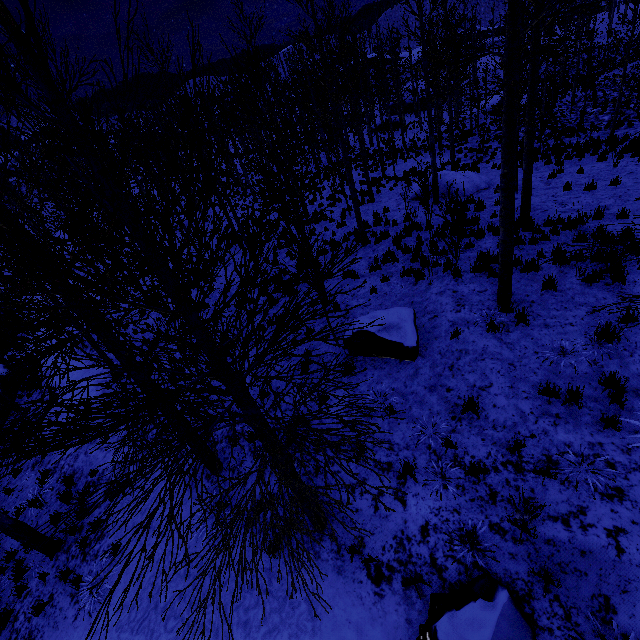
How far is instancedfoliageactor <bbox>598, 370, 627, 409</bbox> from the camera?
4.7 meters

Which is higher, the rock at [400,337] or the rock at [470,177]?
the rock at [400,337]

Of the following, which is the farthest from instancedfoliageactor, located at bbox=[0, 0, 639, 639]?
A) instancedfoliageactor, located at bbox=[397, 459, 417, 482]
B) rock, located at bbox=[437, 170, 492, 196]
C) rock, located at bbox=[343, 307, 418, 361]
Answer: instancedfoliageactor, located at bbox=[397, 459, 417, 482]

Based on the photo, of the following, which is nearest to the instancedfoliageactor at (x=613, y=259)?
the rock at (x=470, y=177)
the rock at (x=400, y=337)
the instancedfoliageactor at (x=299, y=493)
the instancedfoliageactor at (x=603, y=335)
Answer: the instancedfoliageactor at (x=603, y=335)

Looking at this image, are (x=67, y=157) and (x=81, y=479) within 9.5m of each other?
no

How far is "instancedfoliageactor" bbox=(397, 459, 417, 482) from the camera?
5.17m

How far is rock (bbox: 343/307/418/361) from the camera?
6.9 meters

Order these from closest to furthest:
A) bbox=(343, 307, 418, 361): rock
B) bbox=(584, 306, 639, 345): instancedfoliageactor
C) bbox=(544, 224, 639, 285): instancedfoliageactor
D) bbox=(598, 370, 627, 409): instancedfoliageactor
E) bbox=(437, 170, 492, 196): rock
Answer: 1. bbox=(544, 224, 639, 285): instancedfoliageactor
2. bbox=(584, 306, 639, 345): instancedfoliageactor
3. bbox=(598, 370, 627, 409): instancedfoliageactor
4. bbox=(343, 307, 418, 361): rock
5. bbox=(437, 170, 492, 196): rock
